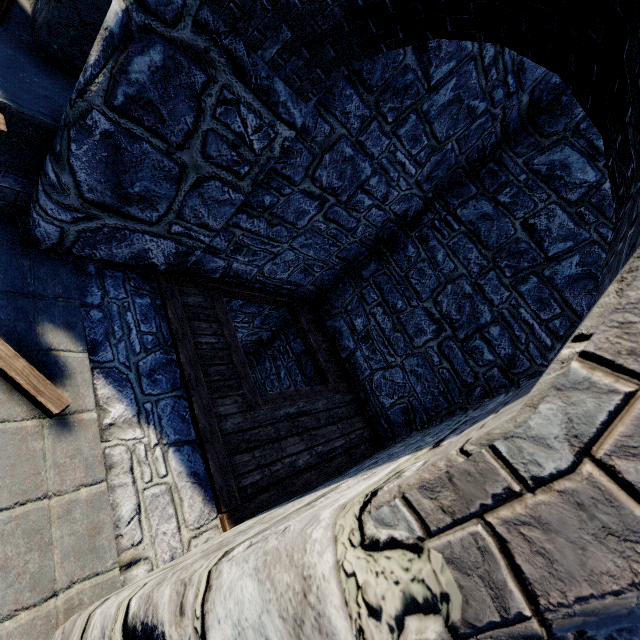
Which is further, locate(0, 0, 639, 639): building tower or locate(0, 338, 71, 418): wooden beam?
locate(0, 338, 71, 418): wooden beam

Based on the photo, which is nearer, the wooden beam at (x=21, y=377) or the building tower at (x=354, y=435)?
the building tower at (x=354, y=435)

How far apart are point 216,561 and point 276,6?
3.04m
